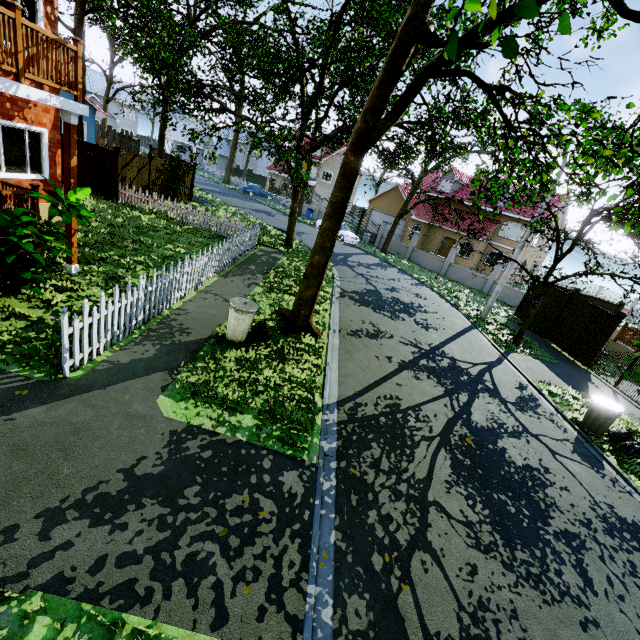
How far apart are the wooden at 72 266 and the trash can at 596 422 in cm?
1376

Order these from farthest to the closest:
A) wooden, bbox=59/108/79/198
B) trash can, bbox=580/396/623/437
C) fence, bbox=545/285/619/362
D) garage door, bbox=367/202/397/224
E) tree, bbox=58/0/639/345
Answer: garage door, bbox=367/202/397/224 → fence, bbox=545/285/619/362 → trash can, bbox=580/396/623/437 → wooden, bbox=59/108/79/198 → tree, bbox=58/0/639/345

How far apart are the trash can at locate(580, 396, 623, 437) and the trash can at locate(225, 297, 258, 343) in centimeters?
906cm

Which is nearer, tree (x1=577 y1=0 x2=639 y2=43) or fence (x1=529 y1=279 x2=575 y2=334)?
tree (x1=577 y1=0 x2=639 y2=43)

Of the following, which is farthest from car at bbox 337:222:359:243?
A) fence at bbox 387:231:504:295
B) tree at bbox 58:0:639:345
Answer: fence at bbox 387:231:504:295

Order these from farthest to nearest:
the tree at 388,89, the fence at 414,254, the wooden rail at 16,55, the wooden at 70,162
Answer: the fence at 414,254, the wooden at 70,162, the tree at 388,89, the wooden rail at 16,55

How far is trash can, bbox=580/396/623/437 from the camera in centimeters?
825cm

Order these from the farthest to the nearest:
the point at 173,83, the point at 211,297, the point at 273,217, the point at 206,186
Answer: the point at 206,186 → the point at 273,217 → the point at 173,83 → the point at 211,297
